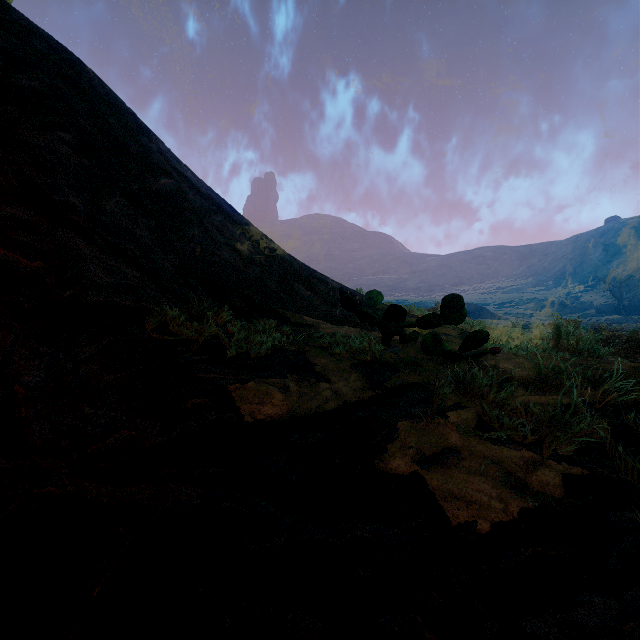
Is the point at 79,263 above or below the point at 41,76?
below
